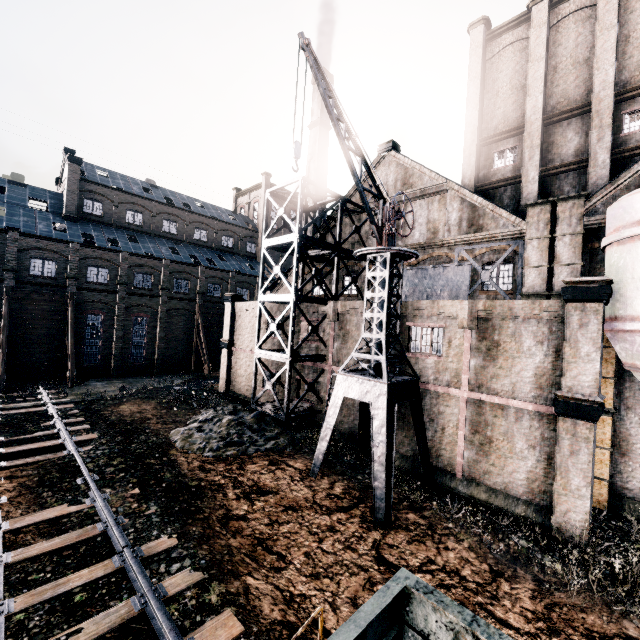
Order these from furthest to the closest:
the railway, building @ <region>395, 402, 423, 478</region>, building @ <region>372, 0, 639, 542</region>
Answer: building @ <region>395, 402, 423, 478</region>, building @ <region>372, 0, 639, 542</region>, the railway

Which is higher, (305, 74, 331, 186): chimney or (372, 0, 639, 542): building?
(305, 74, 331, 186): chimney

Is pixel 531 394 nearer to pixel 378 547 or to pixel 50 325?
pixel 378 547

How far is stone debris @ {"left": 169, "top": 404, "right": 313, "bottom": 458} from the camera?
→ 17.3m

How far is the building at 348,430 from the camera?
20.3m

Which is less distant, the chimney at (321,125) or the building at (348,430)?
the building at (348,430)

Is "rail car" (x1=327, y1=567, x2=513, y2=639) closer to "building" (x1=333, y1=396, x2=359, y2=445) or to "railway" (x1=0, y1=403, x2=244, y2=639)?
"railway" (x1=0, y1=403, x2=244, y2=639)

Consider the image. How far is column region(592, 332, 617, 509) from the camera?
14.8 meters
